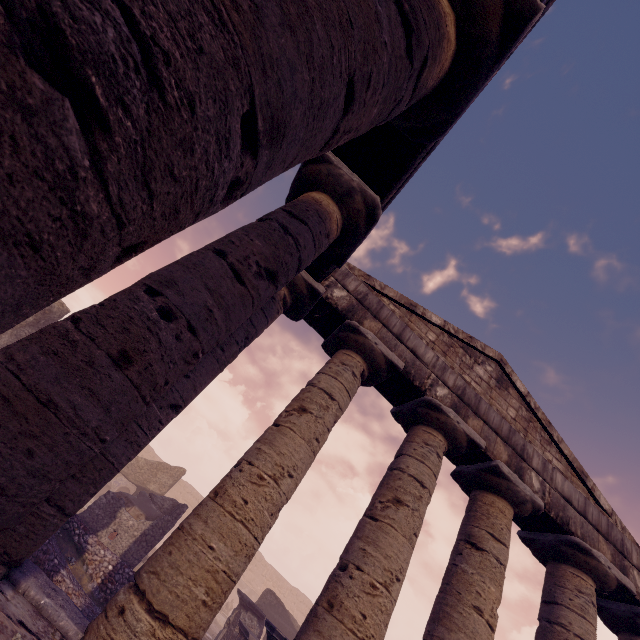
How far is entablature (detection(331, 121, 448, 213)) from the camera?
3.9 meters

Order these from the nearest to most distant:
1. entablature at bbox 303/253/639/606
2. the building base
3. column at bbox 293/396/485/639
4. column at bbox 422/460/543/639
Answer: the building base → column at bbox 293/396/485/639 → column at bbox 422/460/543/639 → entablature at bbox 303/253/639/606

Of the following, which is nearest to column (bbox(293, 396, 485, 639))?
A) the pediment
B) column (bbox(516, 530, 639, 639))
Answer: the pediment

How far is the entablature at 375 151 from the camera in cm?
388

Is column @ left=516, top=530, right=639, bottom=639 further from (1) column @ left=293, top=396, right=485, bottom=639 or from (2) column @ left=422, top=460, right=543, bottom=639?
(1) column @ left=293, top=396, right=485, bottom=639

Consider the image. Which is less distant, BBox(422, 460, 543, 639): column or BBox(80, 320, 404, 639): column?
BBox(80, 320, 404, 639): column

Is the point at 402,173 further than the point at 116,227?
Yes

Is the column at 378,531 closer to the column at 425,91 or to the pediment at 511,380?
the pediment at 511,380
